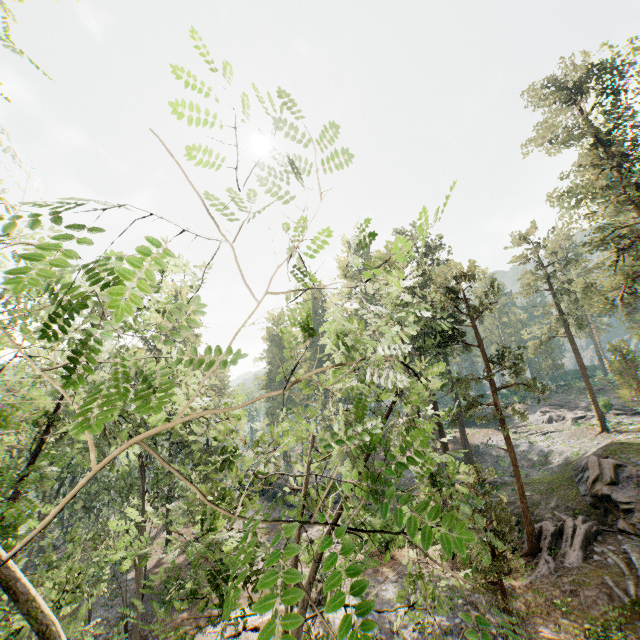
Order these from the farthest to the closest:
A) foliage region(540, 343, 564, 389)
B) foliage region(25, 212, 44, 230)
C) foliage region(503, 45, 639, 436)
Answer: foliage region(540, 343, 564, 389), foliage region(503, 45, 639, 436), foliage region(25, 212, 44, 230)

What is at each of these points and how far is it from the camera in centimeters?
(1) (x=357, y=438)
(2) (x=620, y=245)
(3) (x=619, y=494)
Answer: (1) foliage, 2788cm
(2) foliage, 2705cm
(3) rock, 1892cm

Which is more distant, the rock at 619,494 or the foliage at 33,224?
the rock at 619,494

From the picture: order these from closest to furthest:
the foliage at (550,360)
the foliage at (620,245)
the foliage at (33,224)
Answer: the foliage at (33,224), the foliage at (620,245), the foliage at (550,360)

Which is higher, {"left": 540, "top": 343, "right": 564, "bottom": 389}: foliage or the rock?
{"left": 540, "top": 343, "right": 564, "bottom": 389}: foliage

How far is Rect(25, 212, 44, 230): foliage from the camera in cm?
153
